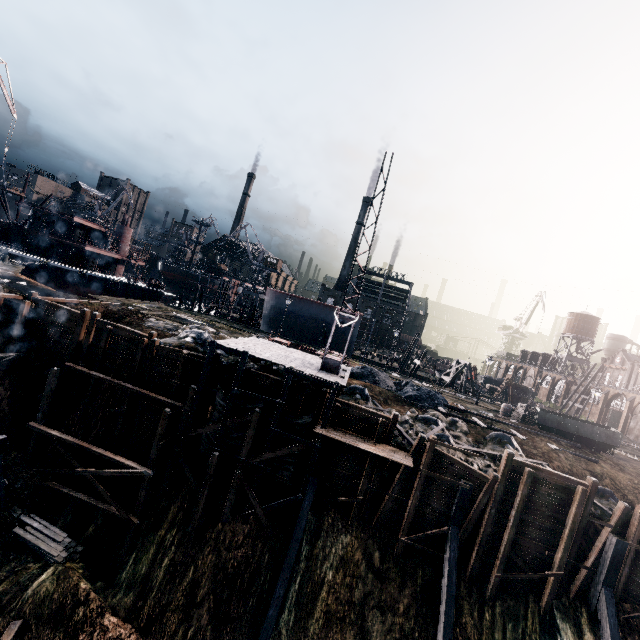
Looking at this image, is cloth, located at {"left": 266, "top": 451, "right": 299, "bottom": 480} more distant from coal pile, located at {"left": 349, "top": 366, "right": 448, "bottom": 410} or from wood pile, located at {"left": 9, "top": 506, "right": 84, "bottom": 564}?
coal pile, located at {"left": 349, "top": 366, "right": 448, "bottom": 410}

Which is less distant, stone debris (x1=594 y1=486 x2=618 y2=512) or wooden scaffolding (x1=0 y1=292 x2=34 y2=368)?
stone debris (x1=594 y1=486 x2=618 y2=512)

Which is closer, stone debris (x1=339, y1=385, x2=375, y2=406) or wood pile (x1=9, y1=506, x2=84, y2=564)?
wood pile (x1=9, y1=506, x2=84, y2=564)

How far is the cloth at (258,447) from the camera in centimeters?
2027cm

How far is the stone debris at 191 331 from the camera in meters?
24.0

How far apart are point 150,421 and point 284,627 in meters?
14.7 m

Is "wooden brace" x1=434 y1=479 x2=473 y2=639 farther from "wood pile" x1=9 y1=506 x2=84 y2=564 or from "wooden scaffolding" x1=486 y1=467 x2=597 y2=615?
"wood pile" x1=9 y1=506 x2=84 y2=564

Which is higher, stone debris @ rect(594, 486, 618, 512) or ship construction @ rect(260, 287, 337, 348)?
ship construction @ rect(260, 287, 337, 348)
